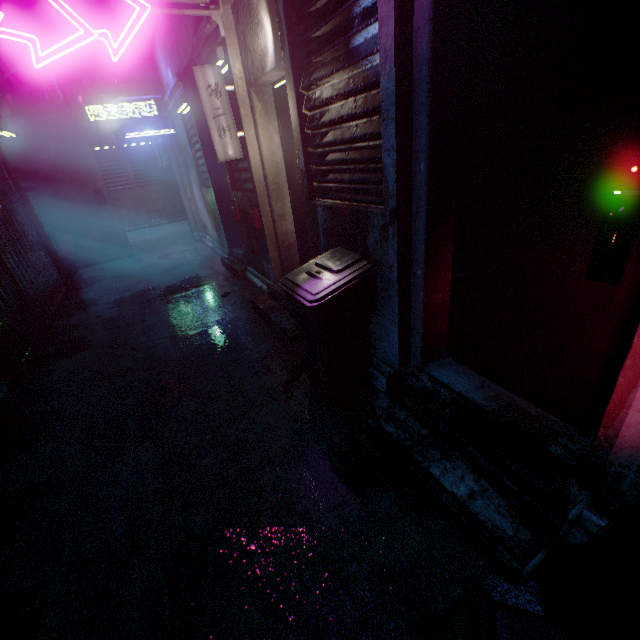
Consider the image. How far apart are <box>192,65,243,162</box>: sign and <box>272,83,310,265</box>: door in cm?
38

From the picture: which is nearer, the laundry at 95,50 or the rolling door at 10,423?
the rolling door at 10,423

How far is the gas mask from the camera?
2.58m

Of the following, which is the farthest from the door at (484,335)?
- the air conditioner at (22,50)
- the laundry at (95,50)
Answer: the laundry at (95,50)

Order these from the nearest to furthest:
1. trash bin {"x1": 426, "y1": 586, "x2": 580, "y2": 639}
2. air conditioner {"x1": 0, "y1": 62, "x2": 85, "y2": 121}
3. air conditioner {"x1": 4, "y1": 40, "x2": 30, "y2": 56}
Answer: trash bin {"x1": 426, "y1": 586, "x2": 580, "y2": 639} < air conditioner {"x1": 4, "y1": 40, "x2": 30, "y2": 56} < air conditioner {"x1": 0, "y1": 62, "x2": 85, "y2": 121}

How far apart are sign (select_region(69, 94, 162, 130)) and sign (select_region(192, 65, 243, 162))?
4.8m

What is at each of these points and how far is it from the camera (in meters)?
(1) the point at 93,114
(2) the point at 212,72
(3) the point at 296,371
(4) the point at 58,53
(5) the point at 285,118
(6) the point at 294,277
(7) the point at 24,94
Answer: (1) sign, 6.39
(2) sign, 3.12
(3) gas mask, 2.76
(4) sign, 1.42
(5) door, 3.28
(6) trash bin, 2.24
(7) air conditioner, 5.64

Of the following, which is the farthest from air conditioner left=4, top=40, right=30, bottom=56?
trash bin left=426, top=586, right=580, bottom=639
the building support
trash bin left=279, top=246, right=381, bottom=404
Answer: trash bin left=426, top=586, right=580, bottom=639
